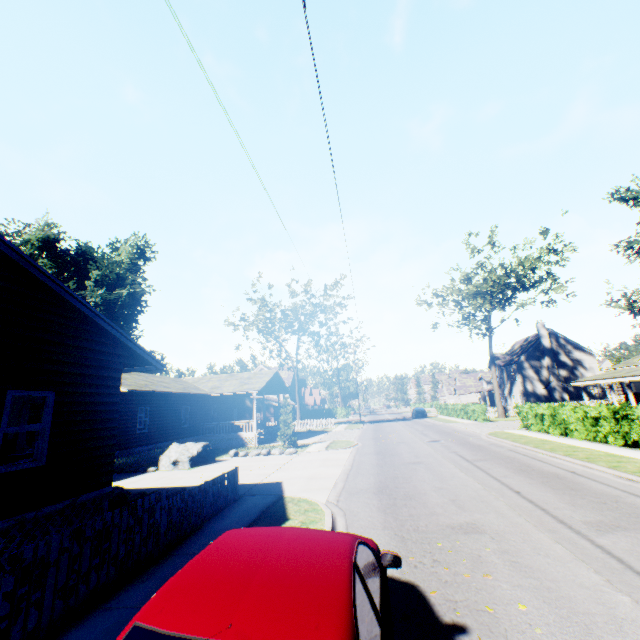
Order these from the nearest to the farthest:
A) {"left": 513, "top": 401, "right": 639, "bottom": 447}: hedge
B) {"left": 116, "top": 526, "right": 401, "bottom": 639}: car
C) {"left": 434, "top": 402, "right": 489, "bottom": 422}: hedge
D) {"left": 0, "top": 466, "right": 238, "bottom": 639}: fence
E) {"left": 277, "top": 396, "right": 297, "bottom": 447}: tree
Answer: {"left": 116, "top": 526, "right": 401, "bottom": 639}: car → {"left": 0, "top": 466, "right": 238, "bottom": 639}: fence → {"left": 513, "top": 401, "right": 639, "bottom": 447}: hedge → {"left": 277, "top": 396, "right": 297, "bottom": 447}: tree → {"left": 434, "top": 402, "right": 489, "bottom": 422}: hedge

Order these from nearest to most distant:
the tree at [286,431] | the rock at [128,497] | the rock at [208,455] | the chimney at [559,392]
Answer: the rock at [128,497], the rock at [208,455], the tree at [286,431], the chimney at [559,392]

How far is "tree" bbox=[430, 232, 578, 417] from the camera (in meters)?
34.44

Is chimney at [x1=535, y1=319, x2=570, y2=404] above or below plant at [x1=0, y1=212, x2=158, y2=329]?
below

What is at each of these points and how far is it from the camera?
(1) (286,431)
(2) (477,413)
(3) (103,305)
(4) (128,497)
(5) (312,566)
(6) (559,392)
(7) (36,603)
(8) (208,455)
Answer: (1) tree, 23.22m
(2) hedge, 33.69m
(3) plant, 36.62m
(4) rock, 11.23m
(5) car, 2.44m
(6) chimney, 43.25m
(7) fence, 4.19m
(8) rock, 18.78m

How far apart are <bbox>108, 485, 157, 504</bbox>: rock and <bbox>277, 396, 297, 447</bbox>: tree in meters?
12.1

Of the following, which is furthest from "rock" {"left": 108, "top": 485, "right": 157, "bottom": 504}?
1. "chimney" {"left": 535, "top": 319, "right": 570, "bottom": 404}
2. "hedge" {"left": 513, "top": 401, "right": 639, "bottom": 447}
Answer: "chimney" {"left": 535, "top": 319, "right": 570, "bottom": 404}

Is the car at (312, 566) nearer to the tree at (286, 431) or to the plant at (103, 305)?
the tree at (286, 431)
